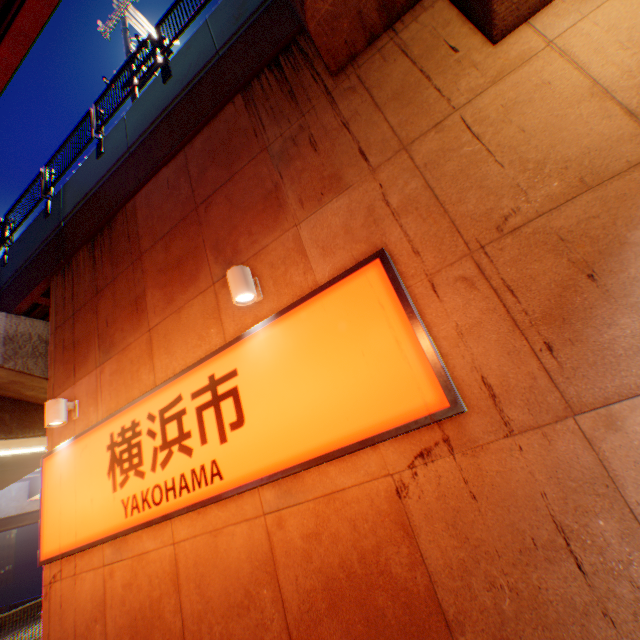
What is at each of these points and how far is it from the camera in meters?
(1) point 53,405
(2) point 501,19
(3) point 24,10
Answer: (1) street lamp, 5.4
(2) overpass support, 3.0
(3) overpass support, 4.0

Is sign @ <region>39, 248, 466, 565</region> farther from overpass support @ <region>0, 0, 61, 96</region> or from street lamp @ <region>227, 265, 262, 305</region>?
overpass support @ <region>0, 0, 61, 96</region>

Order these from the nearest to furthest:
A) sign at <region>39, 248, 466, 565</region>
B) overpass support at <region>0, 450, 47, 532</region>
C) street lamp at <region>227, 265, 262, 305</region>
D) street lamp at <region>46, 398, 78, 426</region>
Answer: sign at <region>39, 248, 466, 565</region> → street lamp at <region>227, 265, 262, 305</region> → street lamp at <region>46, 398, 78, 426</region> → overpass support at <region>0, 450, 47, 532</region>

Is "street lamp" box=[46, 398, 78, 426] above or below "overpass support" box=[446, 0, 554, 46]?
below

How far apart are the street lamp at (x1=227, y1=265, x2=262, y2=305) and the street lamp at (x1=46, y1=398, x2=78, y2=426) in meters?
4.1 m

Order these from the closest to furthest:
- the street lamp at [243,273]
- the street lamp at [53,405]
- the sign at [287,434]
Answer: the sign at [287,434] < the street lamp at [243,273] < the street lamp at [53,405]

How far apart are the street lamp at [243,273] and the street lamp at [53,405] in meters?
4.1 m
